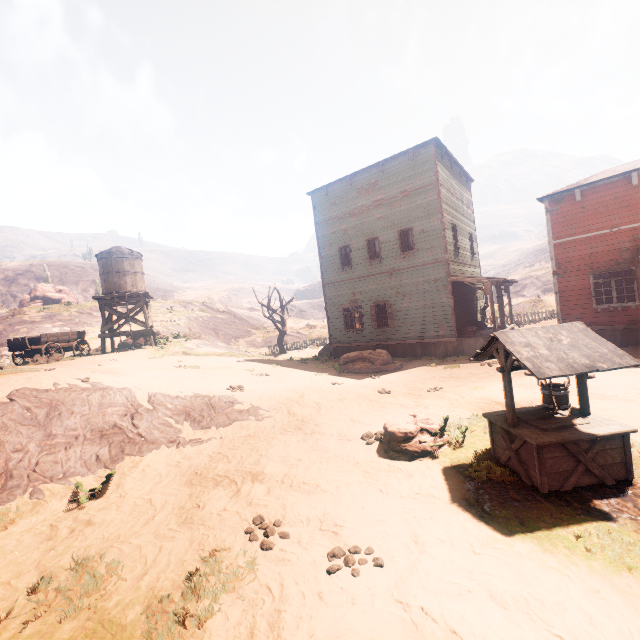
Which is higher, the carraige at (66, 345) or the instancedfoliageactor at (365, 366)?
the carraige at (66, 345)

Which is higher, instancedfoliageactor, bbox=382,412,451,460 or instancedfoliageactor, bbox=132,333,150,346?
instancedfoliageactor, bbox=132,333,150,346

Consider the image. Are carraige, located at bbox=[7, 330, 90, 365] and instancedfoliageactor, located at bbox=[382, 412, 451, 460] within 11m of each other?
no

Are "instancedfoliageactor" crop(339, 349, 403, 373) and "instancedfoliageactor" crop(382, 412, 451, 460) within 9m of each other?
Answer: yes

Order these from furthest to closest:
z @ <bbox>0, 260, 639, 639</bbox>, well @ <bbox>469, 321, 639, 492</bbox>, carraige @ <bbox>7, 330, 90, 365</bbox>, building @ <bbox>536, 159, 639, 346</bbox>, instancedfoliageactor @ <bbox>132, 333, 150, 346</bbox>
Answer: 1. instancedfoliageactor @ <bbox>132, 333, 150, 346</bbox>
2. carraige @ <bbox>7, 330, 90, 365</bbox>
3. building @ <bbox>536, 159, 639, 346</bbox>
4. well @ <bbox>469, 321, 639, 492</bbox>
5. z @ <bbox>0, 260, 639, 639</bbox>

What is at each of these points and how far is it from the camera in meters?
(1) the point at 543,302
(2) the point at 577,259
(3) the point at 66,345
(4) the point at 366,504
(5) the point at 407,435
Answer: (1) z, 34.1
(2) building, 14.2
(3) carraige, 18.0
(4) z, 5.0
(5) instancedfoliageactor, 6.4

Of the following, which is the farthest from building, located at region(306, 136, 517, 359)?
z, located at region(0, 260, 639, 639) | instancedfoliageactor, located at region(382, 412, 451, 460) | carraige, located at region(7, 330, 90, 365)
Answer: instancedfoliageactor, located at region(382, 412, 451, 460)

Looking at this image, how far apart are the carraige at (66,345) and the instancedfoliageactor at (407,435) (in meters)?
18.10
